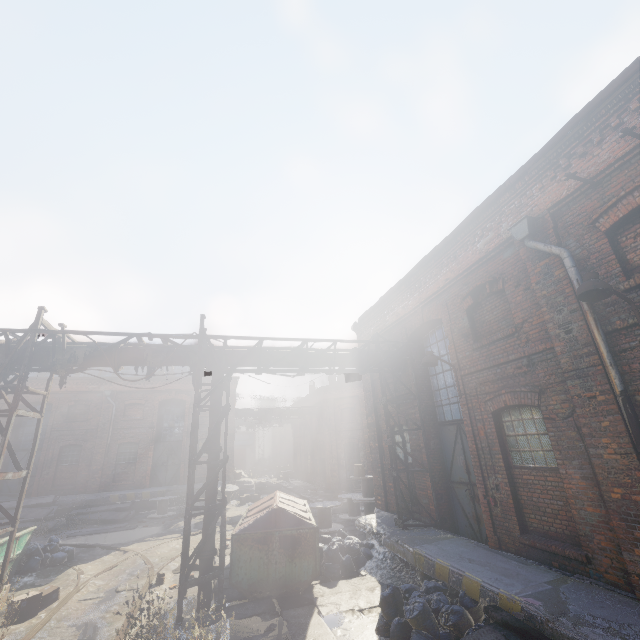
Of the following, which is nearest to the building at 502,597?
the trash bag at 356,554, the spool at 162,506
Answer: the trash bag at 356,554

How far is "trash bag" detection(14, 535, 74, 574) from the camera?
10.5m

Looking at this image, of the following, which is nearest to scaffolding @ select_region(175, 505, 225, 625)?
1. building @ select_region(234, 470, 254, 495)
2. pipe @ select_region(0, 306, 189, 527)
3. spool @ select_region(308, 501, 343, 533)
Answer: pipe @ select_region(0, 306, 189, 527)

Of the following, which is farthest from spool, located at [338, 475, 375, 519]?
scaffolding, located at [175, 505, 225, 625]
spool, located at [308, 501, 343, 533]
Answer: scaffolding, located at [175, 505, 225, 625]

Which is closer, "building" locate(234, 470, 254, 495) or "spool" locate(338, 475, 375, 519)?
"spool" locate(338, 475, 375, 519)

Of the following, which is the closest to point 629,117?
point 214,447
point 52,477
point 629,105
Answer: point 629,105

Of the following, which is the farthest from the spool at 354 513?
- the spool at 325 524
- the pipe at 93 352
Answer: the pipe at 93 352

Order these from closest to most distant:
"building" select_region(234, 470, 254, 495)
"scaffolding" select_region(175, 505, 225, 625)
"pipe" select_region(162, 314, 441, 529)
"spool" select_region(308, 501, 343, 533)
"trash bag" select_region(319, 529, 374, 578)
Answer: "scaffolding" select_region(175, 505, 225, 625) < "pipe" select_region(162, 314, 441, 529) < "trash bag" select_region(319, 529, 374, 578) < "spool" select_region(308, 501, 343, 533) < "building" select_region(234, 470, 254, 495)
